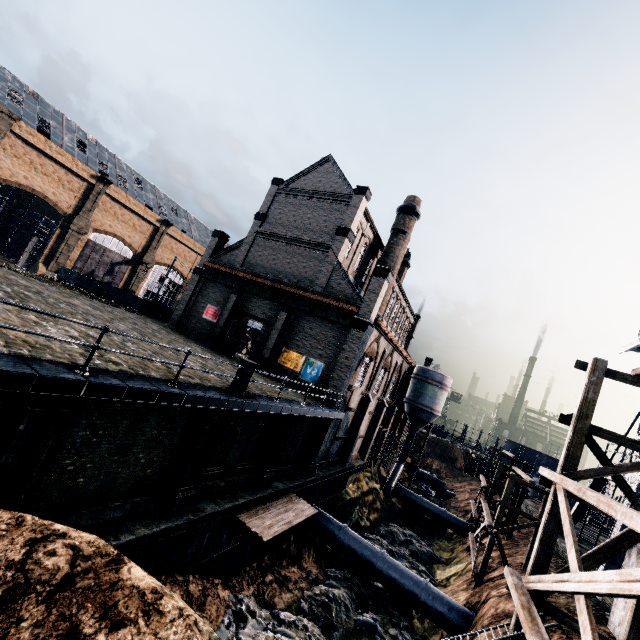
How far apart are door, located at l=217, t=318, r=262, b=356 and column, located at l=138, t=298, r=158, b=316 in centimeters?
1262cm

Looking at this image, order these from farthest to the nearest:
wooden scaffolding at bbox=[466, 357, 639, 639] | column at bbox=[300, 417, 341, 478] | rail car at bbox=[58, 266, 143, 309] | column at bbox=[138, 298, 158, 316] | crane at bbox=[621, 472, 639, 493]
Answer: rail car at bbox=[58, 266, 143, 309], column at bbox=[138, 298, 158, 316], column at bbox=[300, 417, 341, 478], crane at bbox=[621, 472, 639, 493], wooden scaffolding at bbox=[466, 357, 639, 639]

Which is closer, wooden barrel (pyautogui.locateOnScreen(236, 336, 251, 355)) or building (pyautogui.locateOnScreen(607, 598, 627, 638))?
building (pyautogui.locateOnScreen(607, 598, 627, 638))

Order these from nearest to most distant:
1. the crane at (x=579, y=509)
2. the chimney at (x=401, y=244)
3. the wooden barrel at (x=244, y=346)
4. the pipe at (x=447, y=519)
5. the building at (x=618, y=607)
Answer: the building at (x=618, y=607)
the crane at (x=579, y=509)
the chimney at (x=401, y=244)
the pipe at (x=447, y=519)
the wooden barrel at (x=244, y=346)

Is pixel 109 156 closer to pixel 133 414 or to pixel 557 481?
pixel 133 414

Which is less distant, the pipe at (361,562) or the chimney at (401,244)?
the pipe at (361,562)

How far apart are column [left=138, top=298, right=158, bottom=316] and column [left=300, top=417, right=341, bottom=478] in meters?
23.9 m

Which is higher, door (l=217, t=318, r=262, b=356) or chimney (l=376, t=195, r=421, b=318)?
chimney (l=376, t=195, r=421, b=318)
